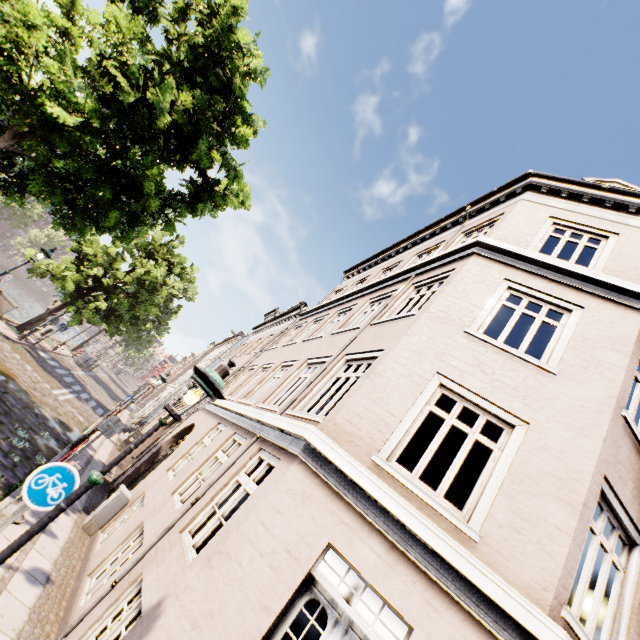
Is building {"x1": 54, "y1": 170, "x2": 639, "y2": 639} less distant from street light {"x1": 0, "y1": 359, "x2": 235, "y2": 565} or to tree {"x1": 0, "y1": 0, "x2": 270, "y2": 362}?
street light {"x1": 0, "y1": 359, "x2": 235, "y2": 565}

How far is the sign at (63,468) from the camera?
3.8 meters

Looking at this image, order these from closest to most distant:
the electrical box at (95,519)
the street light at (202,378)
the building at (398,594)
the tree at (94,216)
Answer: the street light at (202,378), the building at (398,594), the tree at (94,216), the electrical box at (95,519)

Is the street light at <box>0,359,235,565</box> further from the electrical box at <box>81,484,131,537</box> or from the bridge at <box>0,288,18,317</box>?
the bridge at <box>0,288,18,317</box>

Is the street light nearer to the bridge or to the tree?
the tree

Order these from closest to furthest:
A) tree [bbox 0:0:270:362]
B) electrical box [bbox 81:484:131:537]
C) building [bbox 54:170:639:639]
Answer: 1. building [bbox 54:170:639:639]
2. tree [bbox 0:0:270:362]
3. electrical box [bbox 81:484:131:537]

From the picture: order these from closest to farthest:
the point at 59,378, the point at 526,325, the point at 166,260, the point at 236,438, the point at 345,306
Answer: the point at 236,438 < the point at 345,306 < the point at 526,325 < the point at 59,378 < the point at 166,260

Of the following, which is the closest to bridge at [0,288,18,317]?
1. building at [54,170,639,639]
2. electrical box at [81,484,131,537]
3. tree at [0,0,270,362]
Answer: tree at [0,0,270,362]
